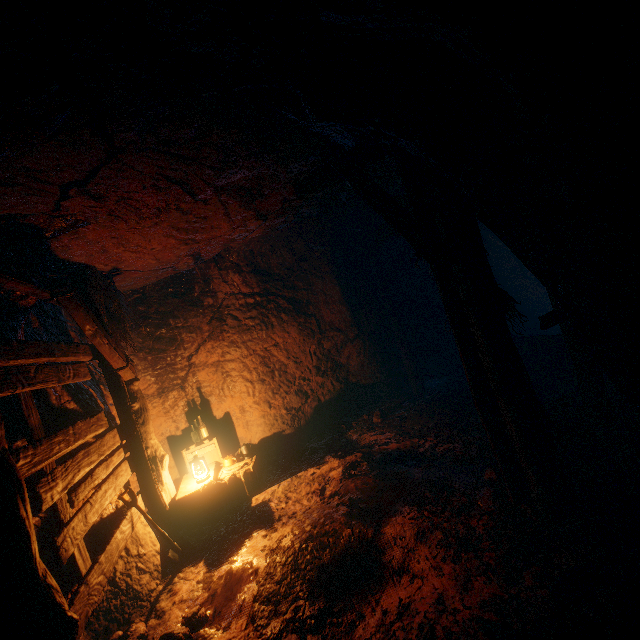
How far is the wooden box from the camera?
5.1m

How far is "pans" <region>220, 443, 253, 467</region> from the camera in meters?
5.8 m

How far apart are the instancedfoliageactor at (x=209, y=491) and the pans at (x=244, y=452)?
0.48m

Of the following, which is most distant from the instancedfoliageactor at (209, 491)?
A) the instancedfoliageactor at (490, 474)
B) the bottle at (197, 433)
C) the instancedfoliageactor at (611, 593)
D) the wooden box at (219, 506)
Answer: the instancedfoliageactor at (611, 593)

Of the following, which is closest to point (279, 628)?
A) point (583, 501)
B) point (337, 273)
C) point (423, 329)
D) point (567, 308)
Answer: point (583, 501)

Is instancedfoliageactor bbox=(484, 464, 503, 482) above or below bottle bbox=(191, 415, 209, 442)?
below

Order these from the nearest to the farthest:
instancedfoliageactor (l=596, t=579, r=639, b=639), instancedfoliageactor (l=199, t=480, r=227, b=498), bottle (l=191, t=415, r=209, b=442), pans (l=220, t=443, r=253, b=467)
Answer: instancedfoliageactor (l=596, t=579, r=639, b=639)
instancedfoliageactor (l=199, t=480, r=227, b=498)
pans (l=220, t=443, r=253, b=467)
bottle (l=191, t=415, r=209, b=442)

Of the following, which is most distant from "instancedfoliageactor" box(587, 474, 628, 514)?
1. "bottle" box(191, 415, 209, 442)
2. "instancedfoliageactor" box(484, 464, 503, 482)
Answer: "bottle" box(191, 415, 209, 442)
